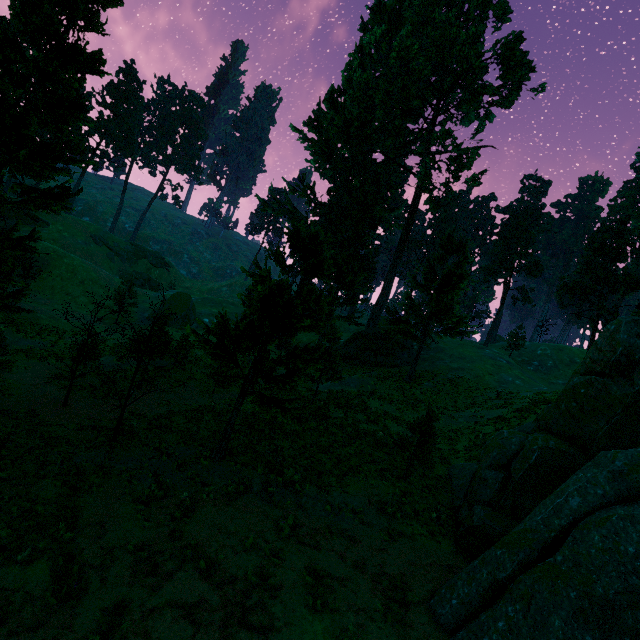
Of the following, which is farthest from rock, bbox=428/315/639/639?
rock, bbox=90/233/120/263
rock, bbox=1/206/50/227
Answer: rock, bbox=1/206/50/227

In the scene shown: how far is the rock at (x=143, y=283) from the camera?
57.1 meters

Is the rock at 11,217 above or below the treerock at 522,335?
below

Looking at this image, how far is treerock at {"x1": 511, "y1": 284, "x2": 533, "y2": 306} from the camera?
51.4 meters

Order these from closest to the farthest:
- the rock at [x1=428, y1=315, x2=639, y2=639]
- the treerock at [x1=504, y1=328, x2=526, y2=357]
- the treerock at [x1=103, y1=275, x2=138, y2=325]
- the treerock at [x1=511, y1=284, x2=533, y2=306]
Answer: the rock at [x1=428, y1=315, x2=639, y2=639]
the treerock at [x1=103, y1=275, x2=138, y2=325]
the treerock at [x1=504, y1=328, x2=526, y2=357]
the treerock at [x1=511, y1=284, x2=533, y2=306]

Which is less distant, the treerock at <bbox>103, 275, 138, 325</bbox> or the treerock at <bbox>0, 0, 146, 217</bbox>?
the treerock at <bbox>0, 0, 146, 217</bbox>

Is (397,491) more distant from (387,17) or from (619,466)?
(387,17)
